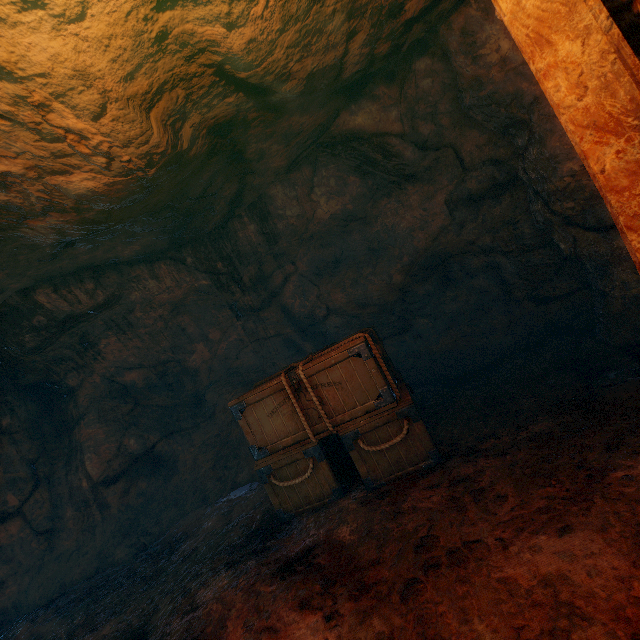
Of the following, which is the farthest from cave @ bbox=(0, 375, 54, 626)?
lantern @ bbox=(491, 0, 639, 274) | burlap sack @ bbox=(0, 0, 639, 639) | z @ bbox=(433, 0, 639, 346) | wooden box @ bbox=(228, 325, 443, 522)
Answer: z @ bbox=(433, 0, 639, 346)

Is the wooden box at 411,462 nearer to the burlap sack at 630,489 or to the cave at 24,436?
the burlap sack at 630,489

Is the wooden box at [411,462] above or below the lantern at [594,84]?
below

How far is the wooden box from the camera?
3.79m

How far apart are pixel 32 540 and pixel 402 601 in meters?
7.0

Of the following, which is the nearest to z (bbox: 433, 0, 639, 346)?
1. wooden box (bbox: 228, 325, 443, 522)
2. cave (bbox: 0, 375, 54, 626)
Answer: wooden box (bbox: 228, 325, 443, 522)

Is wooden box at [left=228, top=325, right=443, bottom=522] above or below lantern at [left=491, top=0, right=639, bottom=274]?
below

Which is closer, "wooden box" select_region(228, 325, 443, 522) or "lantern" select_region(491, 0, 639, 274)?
"lantern" select_region(491, 0, 639, 274)
